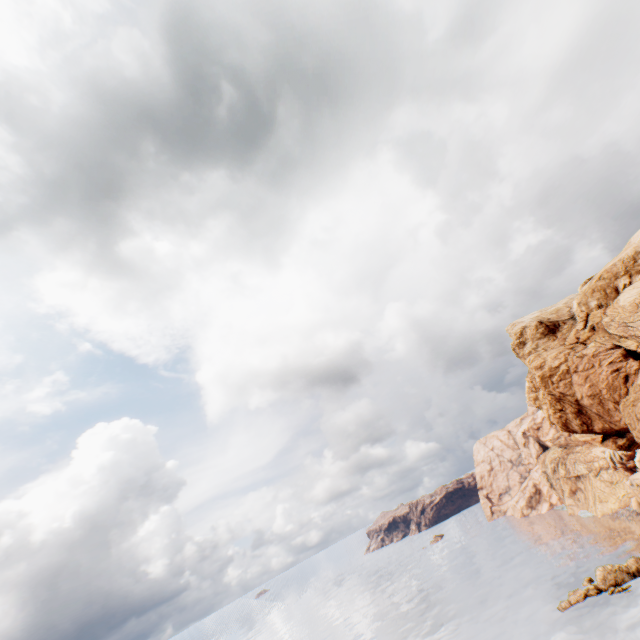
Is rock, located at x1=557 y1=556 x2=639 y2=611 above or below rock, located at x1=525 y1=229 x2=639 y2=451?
below

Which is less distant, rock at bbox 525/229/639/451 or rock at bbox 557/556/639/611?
rock at bbox 525/229/639/451

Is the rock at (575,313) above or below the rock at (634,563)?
above

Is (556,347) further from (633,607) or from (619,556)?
(619,556)

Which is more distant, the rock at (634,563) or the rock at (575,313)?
the rock at (634,563)
